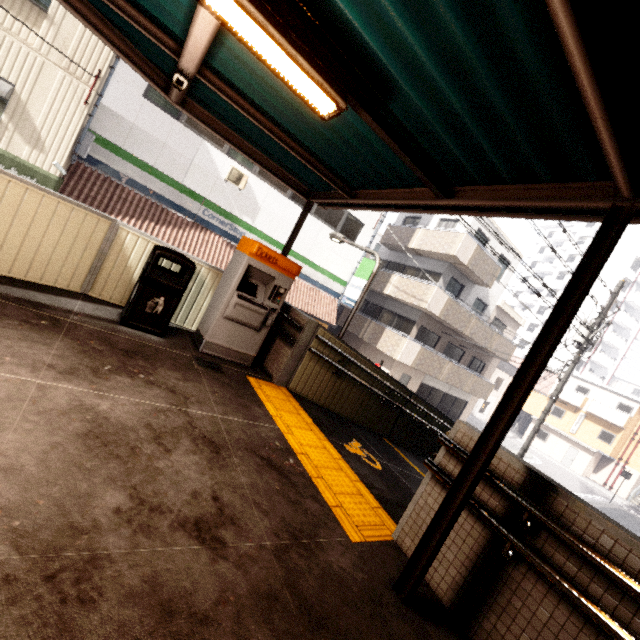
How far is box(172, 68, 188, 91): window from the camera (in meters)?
3.13

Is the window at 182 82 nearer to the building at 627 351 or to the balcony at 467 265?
the balcony at 467 265

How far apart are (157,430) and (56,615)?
1.42m

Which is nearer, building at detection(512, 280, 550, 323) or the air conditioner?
the air conditioner

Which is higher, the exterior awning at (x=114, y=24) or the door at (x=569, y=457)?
the exterior awning at (x=114, y=24)

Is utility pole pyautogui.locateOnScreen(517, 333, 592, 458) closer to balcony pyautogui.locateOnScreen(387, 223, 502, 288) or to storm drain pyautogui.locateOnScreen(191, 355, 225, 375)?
balcony pyautogui.locateOnScreen(387, 223, 502, 288)

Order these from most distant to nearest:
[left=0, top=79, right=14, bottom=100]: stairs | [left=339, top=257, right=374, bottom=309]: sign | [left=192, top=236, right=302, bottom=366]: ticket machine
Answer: [left=339, top=257, right=374, bottom=309]: sign → [left=0, top=79, right=14, bottom=100]: stairs → [left=192, top=236, right=302, bottom=366]: ticket machine

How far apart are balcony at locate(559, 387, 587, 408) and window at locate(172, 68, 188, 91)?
42.9 meters
